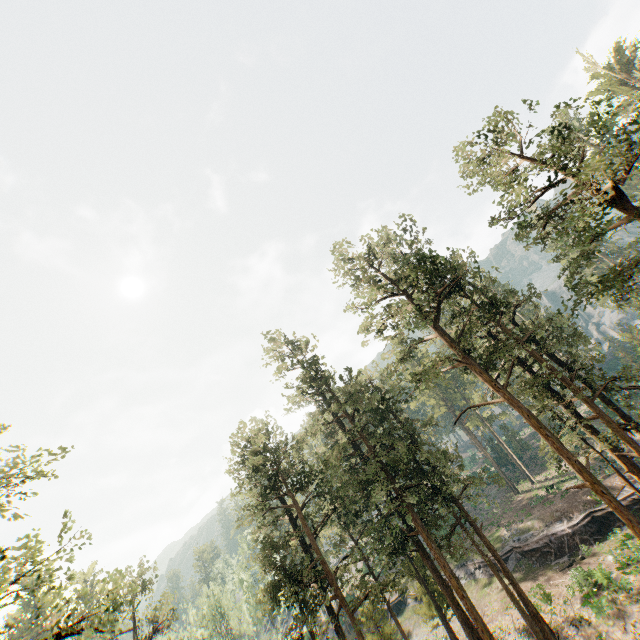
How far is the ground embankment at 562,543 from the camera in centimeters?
2966cm

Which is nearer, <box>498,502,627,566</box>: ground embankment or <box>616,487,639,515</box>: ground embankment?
<box>616,487,639,515</box>: ground embankment

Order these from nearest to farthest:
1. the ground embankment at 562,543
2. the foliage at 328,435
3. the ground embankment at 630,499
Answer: the foliage at 328,435
the ground embankment at 630,499
the ground embankment at 562,543

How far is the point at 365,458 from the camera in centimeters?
2872cm

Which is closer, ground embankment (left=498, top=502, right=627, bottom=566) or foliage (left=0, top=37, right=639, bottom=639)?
foliage (left=0, top=37, right=639, bottom=639)

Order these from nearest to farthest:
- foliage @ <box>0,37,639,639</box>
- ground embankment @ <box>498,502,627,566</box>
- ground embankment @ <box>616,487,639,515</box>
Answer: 1. foliage @ <box>0,37,639,639</box>
2. ground embankment @ <box>616,487,639,515</box>
3. ground embankment @ <box>498,502,627,566</box>

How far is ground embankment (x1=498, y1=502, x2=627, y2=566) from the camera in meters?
29.7

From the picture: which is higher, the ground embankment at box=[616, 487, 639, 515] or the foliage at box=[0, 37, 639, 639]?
the foliage at box=[0, 37, 639, 639]
